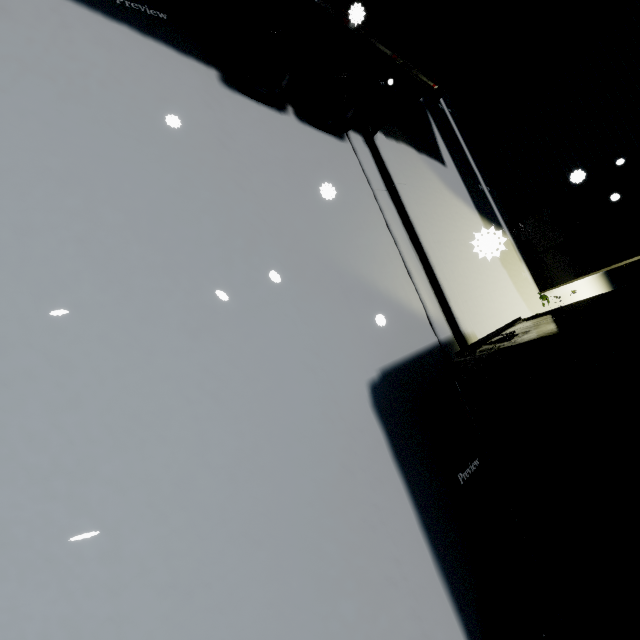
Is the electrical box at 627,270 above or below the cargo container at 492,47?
below

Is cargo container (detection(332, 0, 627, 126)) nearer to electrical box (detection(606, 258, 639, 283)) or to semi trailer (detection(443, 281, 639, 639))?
semi trailer (detection(443, 281, 639, 639))

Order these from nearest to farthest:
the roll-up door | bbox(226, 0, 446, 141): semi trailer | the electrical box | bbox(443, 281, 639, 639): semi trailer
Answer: bbox(443, 281, 639, 639): semi trailer
bbox(226, 0, 446, 141): semi trailer
the roll-up door
the electrical box

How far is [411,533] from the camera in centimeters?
397cm

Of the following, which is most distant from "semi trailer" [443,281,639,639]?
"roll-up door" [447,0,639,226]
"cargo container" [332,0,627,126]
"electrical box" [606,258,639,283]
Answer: "electrical box" [606,258,639,283]

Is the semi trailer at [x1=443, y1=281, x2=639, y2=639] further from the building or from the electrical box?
the electrical box

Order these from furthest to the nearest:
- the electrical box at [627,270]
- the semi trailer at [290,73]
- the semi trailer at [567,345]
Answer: the electrical box at [627,270], the semi trailer at [290,73], the semi trailer at [567,345]
